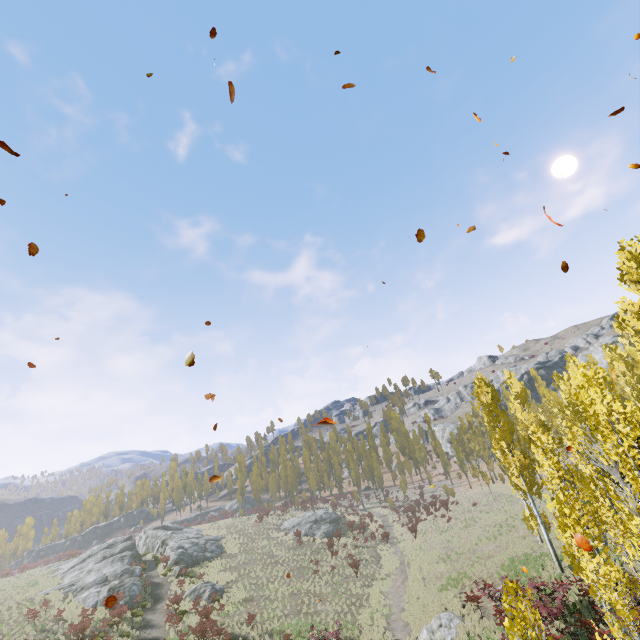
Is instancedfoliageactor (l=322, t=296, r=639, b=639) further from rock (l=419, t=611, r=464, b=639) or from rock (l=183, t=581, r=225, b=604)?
rock (l=183, t=581, r=225, b=604)

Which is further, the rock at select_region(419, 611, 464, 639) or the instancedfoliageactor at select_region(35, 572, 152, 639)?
the instancedfoliageactor at select_region(35, 572, 152, 639)

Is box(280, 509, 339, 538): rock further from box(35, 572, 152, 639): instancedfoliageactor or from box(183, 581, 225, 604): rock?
box(183, 581, 225, 604): rock

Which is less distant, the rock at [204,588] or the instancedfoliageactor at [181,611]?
the instancedfoliageactor at [181,611]

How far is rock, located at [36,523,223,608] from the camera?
29.33m

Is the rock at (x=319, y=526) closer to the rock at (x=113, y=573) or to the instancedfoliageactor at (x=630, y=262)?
the instancedfoliageactor at (x=630, y=262)

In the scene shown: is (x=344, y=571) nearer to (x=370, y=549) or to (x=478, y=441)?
(x=370, y=549)
